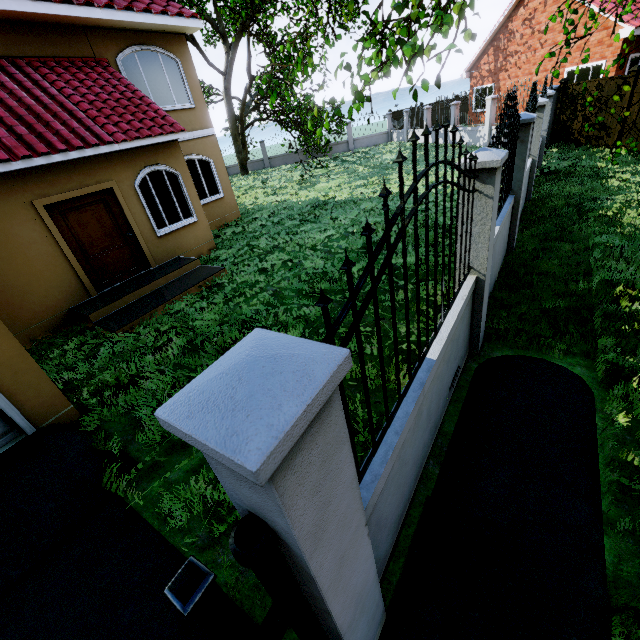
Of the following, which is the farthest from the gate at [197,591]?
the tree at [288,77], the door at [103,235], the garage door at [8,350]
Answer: the door at [103,235]

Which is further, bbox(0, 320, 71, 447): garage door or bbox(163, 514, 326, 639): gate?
bbox(0, 320, 71, 447): garage door

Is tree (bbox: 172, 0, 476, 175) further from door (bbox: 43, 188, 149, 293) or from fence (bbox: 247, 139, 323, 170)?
door (bbox: 43, 188, 149, 293)

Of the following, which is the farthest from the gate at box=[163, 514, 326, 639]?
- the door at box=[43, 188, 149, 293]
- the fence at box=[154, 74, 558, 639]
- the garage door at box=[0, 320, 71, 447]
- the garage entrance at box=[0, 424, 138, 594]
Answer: the door at box=[43, 188, 149, 293]

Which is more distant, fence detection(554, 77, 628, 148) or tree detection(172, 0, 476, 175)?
fence detection(554, 77, 628, 148)

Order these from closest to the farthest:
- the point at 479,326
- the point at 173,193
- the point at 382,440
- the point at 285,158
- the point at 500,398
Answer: the point at 382,440, the point at 500,398, the point at 479,326, the point at 173,193, the point at 285,158

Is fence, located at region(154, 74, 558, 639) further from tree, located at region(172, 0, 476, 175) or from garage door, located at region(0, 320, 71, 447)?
garage door, located at region(0, 320, 71, 447)

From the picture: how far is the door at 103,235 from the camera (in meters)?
7.11
